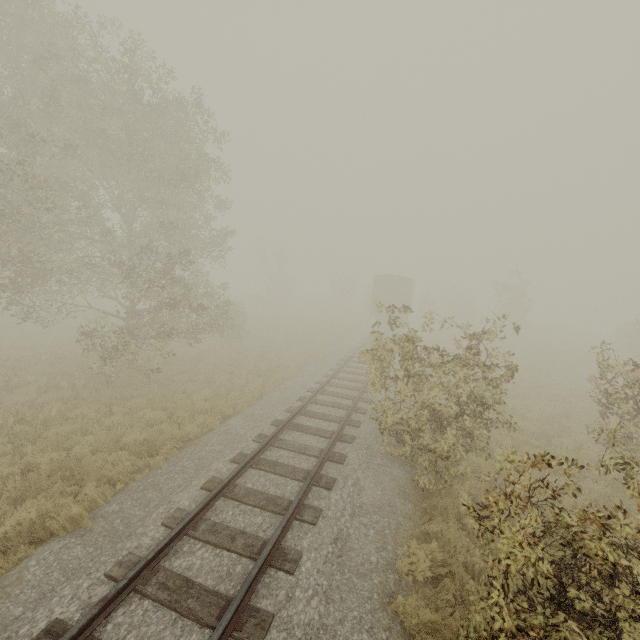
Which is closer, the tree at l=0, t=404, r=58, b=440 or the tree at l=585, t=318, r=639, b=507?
the tree at l=585, t=318, r=639, b=507

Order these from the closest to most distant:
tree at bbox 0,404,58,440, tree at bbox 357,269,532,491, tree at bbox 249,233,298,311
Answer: tree at bbox 357,269,532,491 < tree at bbox 0,404,58,440 < tree at bbox 249,233,298,311

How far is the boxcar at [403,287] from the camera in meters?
28.4 m

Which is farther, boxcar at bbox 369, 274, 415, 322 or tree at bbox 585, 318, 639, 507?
boxcar at bbox 369, 274, 415, 322

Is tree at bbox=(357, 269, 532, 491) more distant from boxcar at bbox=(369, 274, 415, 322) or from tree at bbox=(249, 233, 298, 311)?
tree at bbox=(249, 233, 298, 311)

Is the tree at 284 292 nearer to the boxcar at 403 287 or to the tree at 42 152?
the tree at 42 152

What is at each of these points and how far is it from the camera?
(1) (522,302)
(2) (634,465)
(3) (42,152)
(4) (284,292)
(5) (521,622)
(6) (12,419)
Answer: (1) tree, 34.0m
(2) tree, 2.4m
(3) tree, 13.4m
(4) tree, 44.4m
(5) tree, 3.0m
(6) tree, 8.9m

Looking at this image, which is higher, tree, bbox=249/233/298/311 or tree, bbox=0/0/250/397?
tree, bbox=0/0/250/397
